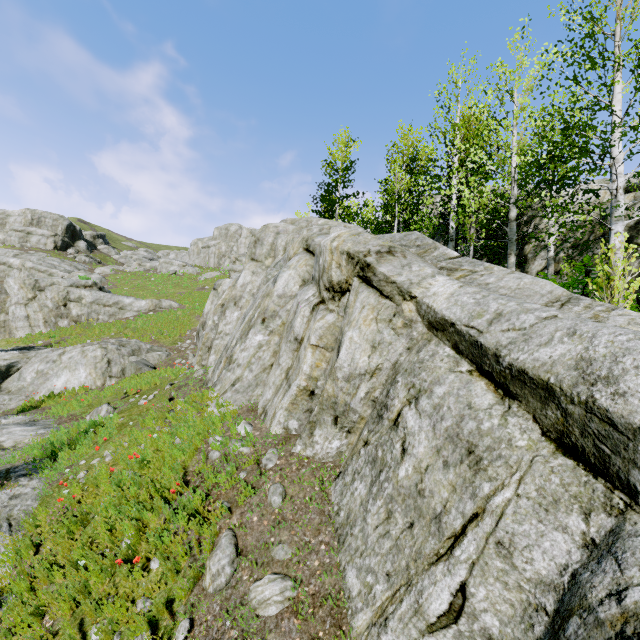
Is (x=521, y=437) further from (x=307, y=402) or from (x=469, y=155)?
(x=469, y=155)

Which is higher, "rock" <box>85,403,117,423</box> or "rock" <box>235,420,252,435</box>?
"rock" <box>235,420,252,435</box>

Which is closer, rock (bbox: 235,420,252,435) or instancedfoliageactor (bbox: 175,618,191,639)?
instancedfoliageactor (bbox: 175,618,191,639)

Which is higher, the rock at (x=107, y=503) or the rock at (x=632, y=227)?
the rock at (x=632, y=227)

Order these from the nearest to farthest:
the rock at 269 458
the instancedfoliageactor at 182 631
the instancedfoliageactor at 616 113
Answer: the instancedfoliageactor at 182 631 → the rock at 269 458 → the instancedfoliageactor at 616 113

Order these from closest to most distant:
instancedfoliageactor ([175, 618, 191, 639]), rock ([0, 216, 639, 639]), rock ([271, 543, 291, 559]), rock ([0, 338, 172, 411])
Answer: rock ([0, 216, 639, 639]) → instancedfoliageactor ([175, 618, 191, 639]) → rock ([271, 543, 291, 559]) → rock ([0, 338, 172, 411])

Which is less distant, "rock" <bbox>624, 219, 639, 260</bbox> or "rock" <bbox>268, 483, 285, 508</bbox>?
"rock" <bbox>268, 483, 285, 508</bbox>
